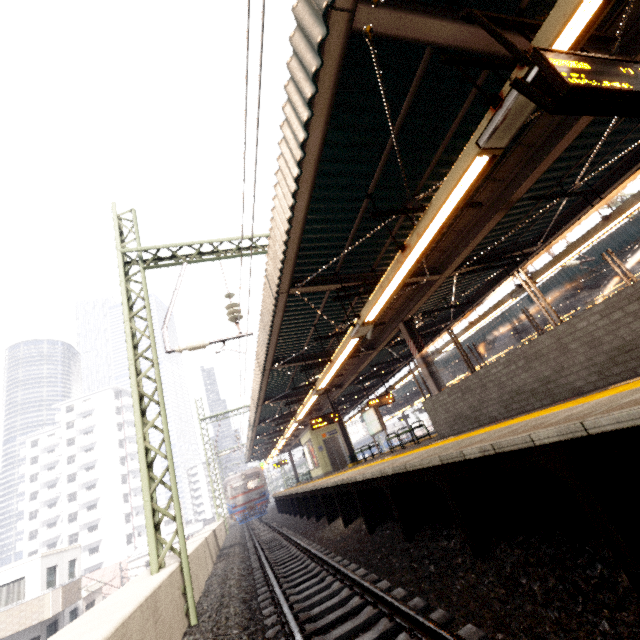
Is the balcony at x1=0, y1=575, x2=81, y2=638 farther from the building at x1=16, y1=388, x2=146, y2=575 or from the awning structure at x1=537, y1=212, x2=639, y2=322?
the building at x1=16, y1=388, x2=146, y2=575

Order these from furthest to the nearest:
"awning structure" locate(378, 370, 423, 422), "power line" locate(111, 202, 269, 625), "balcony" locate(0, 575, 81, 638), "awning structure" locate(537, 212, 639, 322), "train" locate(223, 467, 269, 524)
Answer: "train" locate(223, 467, 269, 524) < "balcony" locate(0, 575, 81, 638) < "awning structure" locate(378, 370, 423, 422) < "awning structure" locate(537, 212, 639, 322) < "power line" locate(111, 202, 269, 625)

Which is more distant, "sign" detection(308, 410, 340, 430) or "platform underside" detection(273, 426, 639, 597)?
"sign" detection(308, 410, 340, 430)

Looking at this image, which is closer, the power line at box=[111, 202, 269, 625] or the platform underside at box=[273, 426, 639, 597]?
the platform underside at box=[273, 426, 639, 597]

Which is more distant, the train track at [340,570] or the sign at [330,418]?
the sign at [330,418]

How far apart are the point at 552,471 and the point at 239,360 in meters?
9.1 m

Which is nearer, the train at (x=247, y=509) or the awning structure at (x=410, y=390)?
the awning structure at (x=410, y=390)

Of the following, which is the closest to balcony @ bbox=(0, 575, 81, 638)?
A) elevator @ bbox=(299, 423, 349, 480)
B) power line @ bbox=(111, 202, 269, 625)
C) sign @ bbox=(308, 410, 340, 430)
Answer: elevator @ bbox=(299, 423, 349, 480)
